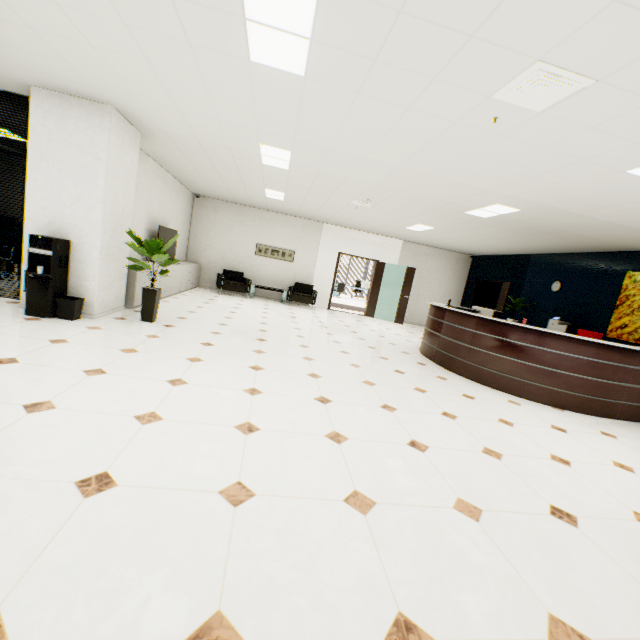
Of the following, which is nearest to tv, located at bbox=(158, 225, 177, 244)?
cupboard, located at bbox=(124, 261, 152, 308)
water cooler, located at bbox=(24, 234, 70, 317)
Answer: cupboard, located at bbox=(124, 261, 152, 308)

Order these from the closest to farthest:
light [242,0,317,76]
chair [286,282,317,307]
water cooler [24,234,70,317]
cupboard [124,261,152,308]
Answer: light [242,0,317,76] < water cooler [24,234,70,317] < cupboard [124,261,152,308] < chair [286,282,317,307]

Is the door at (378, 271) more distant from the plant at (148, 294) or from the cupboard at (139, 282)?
the plant at (148, 294)

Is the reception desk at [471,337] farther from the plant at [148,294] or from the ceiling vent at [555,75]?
the plant at [148,294]

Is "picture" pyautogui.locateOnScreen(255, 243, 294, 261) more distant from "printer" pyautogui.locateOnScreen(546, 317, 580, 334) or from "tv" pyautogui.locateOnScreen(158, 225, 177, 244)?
"printer" pyautogui.locateOnScreen(546, 317, 580, 334)

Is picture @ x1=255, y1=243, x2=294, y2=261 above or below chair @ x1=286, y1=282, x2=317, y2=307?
above

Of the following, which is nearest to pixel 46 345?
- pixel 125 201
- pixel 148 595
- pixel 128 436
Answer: pixel 128 436

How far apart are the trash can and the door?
8.09m
